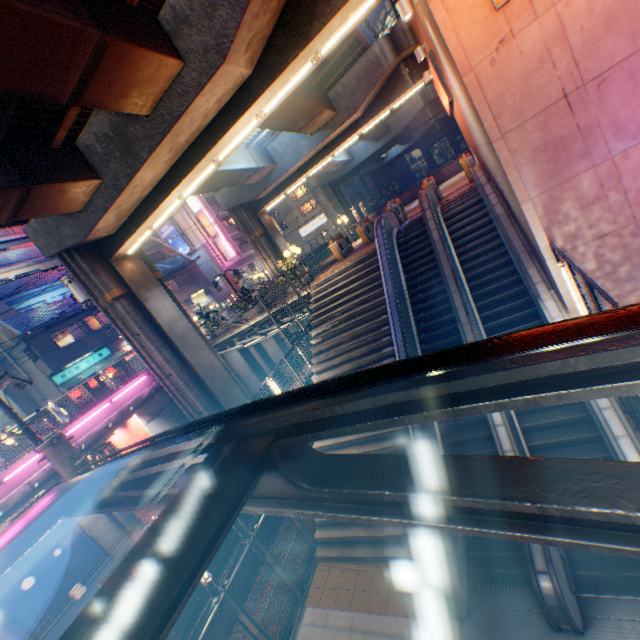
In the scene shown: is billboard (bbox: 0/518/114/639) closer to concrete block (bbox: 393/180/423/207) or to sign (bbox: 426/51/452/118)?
sign (bbox: 426/51/452/118)

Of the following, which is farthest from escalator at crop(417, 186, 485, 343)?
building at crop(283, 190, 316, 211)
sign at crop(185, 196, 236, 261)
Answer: building at crop(283, 190, 316, 211)

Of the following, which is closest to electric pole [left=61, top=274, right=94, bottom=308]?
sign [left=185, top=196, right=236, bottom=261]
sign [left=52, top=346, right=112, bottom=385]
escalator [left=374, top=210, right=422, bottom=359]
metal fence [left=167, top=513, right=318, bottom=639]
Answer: metal fence [left=167, top=513, right=318, bottom=639]

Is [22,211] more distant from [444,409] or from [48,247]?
[444,409]

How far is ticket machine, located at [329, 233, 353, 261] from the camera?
17.3 meters

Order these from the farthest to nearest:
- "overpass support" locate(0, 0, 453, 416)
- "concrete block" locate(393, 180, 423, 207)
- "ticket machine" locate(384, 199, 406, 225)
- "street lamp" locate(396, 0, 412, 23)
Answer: "concrete block" locate(393, 180, 423, 207) → "ticket machine" locate(384, 199, 406, 225) → "street lamp" locate(396, 0, 412, 23) → "overpass support" locate(0, 0, 453, 416)

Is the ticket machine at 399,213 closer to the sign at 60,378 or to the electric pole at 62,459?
the sign at 60,378

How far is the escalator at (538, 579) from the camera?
5.2 meters
